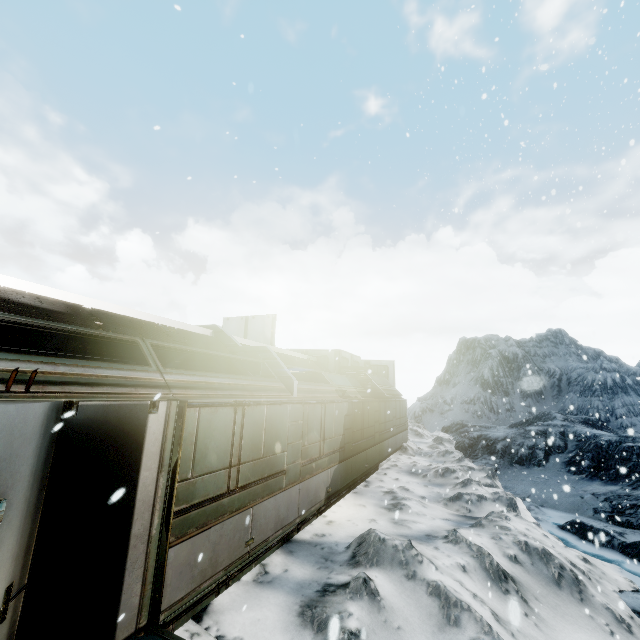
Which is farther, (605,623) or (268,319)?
(268,319)
